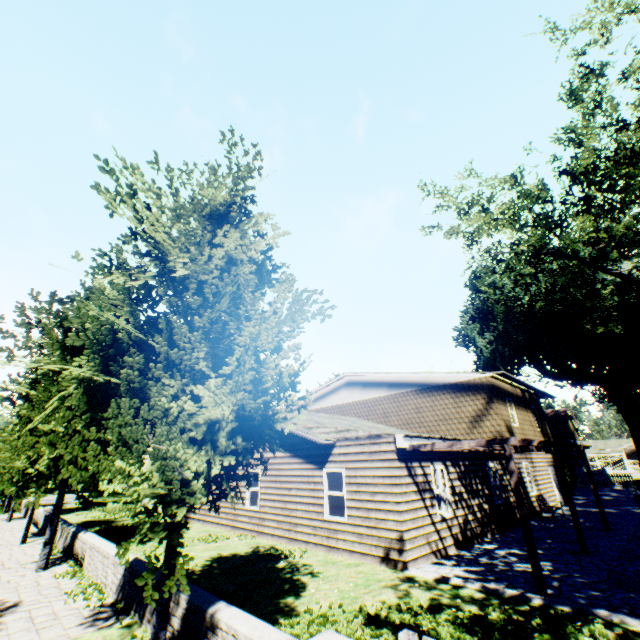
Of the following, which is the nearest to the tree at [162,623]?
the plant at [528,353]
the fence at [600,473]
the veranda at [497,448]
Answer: the plant at [528,353]

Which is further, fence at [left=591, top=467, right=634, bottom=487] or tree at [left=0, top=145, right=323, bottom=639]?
fence at [left=591, top=467, right=634, bottom=487]

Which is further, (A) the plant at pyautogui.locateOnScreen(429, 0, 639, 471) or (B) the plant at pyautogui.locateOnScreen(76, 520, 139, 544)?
(A) the plant at pyautogui.locateOnScreen(429, 0, 639, 471)

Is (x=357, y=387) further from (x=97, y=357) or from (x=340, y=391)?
(x=97, y=357)

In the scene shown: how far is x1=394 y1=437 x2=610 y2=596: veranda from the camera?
7.1m

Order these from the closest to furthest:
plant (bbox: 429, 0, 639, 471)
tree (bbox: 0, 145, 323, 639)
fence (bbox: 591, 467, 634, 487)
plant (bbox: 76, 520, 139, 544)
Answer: tree (bbox: 0, 145, 323, 639) → plant (bbox: 76, 520, 139, 544) → plant (bbox: 429, 0, 639, 471) → fence (bbox: 591, 467, 634, 487)

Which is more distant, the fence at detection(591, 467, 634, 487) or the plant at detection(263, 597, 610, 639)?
the fence at detection(591, 467, 634, 487)

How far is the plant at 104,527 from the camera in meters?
13.3 m
